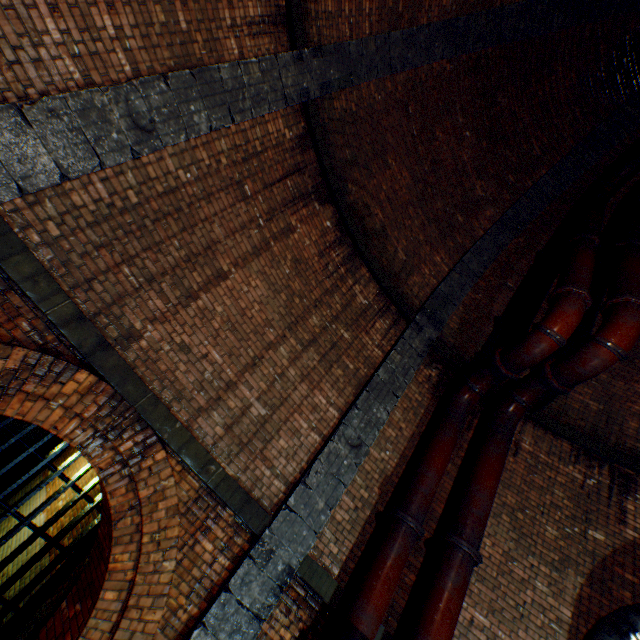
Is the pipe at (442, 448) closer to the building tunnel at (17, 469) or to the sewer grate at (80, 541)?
the sewer grate at (80, 541)

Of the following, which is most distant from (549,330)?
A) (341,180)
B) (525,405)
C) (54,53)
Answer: (54,53)

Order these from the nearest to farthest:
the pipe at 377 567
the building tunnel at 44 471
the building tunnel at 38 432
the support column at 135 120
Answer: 1. the support column at 135 120
2. the pipe at 377 567
3. the building tunnel at 44 471
4. the building tunnel at 38 432

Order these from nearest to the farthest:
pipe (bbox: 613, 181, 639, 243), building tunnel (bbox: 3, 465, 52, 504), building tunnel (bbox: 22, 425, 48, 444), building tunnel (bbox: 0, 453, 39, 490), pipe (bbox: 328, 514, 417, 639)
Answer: pipe (bbox: 328, 514, 417, 639) < pipe (bbox: 613, 181, 639, 243) < building tunnel (bbox: 3, 465, 52, 504) < building tunnel (bbox: 0, 453, 39, 490) < building tunnel (bbox: 22, 425, 48, 444)

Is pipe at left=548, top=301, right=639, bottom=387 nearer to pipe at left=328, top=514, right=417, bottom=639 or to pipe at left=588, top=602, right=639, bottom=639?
pipe at left=328, top=514, right=417, bottom=639

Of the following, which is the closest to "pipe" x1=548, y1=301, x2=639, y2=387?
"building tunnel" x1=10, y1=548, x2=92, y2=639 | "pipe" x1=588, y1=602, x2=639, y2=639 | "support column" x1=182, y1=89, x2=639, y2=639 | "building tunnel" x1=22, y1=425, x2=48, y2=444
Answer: "support column" x1=182, y1=89, x2=639, y2=639

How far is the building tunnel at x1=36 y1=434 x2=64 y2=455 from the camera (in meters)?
14.58
